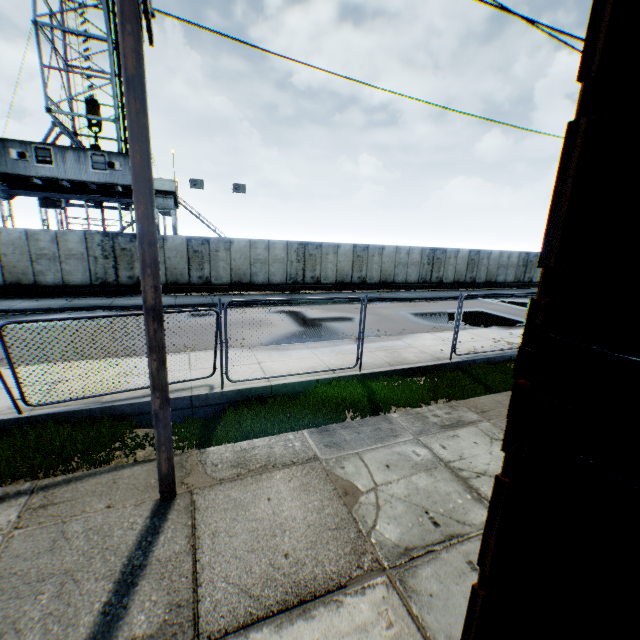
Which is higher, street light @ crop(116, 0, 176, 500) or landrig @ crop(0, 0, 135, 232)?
landrig @ crop(0, 0, 135, 232)

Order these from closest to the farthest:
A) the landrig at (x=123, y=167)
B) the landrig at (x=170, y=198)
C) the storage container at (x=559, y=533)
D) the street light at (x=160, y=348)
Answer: the storage container at (x=559, y=533), the street light at (x=160, y=348), the landrig at (x=123, y=167), the landrig at (x=170, y=198)

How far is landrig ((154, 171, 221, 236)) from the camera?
21.7 meters

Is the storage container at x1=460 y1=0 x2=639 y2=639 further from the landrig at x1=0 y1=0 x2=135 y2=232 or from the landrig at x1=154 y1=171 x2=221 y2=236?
the landrig at x1=0 y1=0 x2=135 y2=232

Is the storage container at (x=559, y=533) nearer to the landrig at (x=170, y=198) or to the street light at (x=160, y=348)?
the street light at (x=160, y=348)

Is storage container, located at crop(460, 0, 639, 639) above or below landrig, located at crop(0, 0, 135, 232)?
below

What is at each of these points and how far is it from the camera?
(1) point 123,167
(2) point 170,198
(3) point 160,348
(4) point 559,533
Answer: (1) landrig, 19.6m
(2) landrig, 22.2m
(3) street light, 3.9m
(4) storage container, 1.4m

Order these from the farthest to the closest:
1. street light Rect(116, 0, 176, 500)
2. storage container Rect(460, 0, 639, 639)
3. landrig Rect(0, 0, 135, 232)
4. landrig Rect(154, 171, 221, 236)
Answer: →
1. landrig Rect(154, 171, 221, 236)
2. landrig Rect(0, 0, 135, 232)
3. street light Rect(116, 0, 176, 500)
4. storage container Rect(460, 0, 639, 639)
